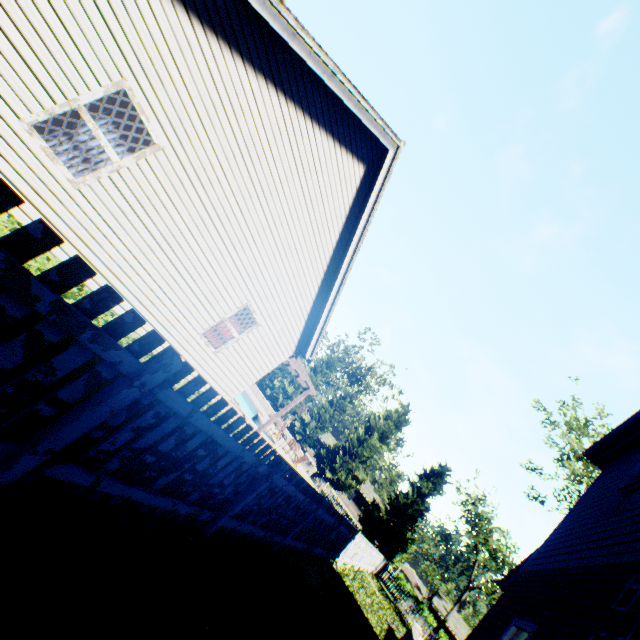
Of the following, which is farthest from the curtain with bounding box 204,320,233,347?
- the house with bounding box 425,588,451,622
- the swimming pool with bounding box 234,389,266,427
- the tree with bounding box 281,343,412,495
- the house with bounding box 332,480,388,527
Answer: the house with bounding box 425,588,451,622

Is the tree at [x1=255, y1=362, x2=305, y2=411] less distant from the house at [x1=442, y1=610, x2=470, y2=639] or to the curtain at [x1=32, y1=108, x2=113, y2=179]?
the house at [x1=442, y1=610, x2=470, y2=639]

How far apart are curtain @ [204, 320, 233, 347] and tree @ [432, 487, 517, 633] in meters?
51.0

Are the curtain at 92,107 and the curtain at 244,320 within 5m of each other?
yes

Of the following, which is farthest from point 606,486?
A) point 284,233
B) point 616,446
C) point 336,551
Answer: point 284,233

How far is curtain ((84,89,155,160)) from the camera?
5.1 meters

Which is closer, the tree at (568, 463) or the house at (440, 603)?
the tree at (568, 463)

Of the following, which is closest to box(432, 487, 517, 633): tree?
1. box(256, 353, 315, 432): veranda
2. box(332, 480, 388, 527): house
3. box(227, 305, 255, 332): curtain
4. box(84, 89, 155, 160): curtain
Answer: box(332, 480, 388, 527): house
